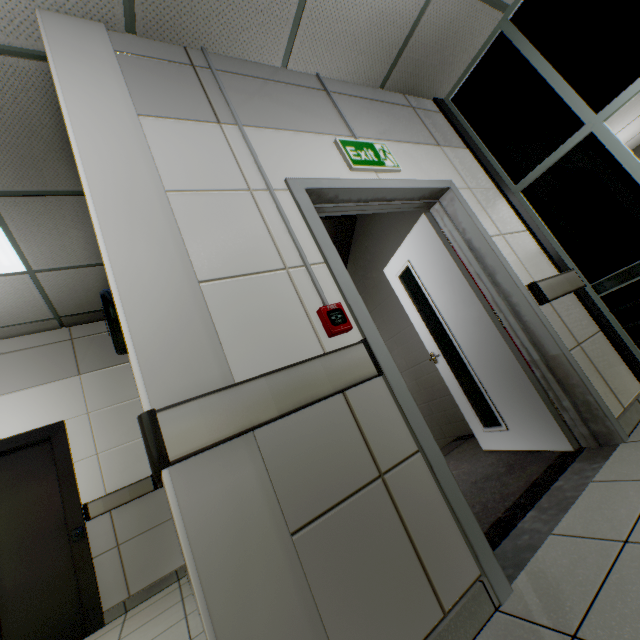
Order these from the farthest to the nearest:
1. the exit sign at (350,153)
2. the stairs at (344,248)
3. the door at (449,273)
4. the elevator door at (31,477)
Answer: the stairs at (344,248) < the elevator door at (31,477) < the exit sign at (350,153) < the door at (449,273)

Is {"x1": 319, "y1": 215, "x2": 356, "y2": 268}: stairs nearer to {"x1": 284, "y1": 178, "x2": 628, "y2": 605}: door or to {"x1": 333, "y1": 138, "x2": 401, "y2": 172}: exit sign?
{"x1": 284, "y1": 178, "x2": 628, "y2": 605}: door

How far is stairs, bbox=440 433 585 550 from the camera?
1.79m

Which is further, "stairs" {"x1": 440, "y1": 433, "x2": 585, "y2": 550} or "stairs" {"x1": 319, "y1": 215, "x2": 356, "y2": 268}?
"stairs" {"x1": 319, "y1": 215, "x2": 356, "y2": 268}

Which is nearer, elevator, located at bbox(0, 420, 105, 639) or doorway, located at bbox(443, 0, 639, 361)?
doorway, located at bbox(443, 0, 639, 361)

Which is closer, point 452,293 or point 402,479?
Result: point 402,479

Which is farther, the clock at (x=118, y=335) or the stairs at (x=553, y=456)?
the clock at (x=118, y=335)
